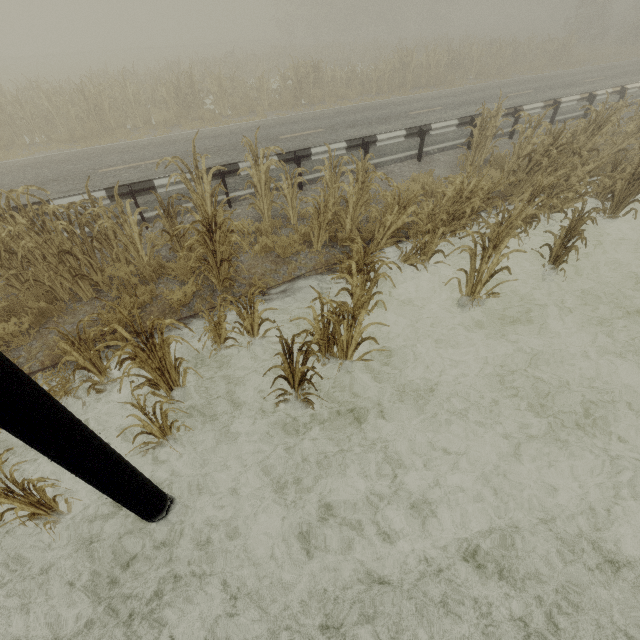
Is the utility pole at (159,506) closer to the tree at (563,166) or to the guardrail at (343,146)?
the tree at (563,166)

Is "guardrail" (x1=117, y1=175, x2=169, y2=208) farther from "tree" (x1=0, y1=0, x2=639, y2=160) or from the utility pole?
the utility pole

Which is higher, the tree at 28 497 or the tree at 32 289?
the tree at 32 289

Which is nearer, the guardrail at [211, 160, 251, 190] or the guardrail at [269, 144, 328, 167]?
the guardrail at [211, 160, 251, 190]

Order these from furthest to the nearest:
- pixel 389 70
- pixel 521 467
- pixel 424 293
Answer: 1. pixel 389 70
2. pixel 424 293
3. pixel 521 467

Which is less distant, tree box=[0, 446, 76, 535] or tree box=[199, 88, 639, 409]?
tree box=[0, 446, 76, 535]

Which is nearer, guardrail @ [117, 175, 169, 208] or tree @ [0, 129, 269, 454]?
tree @ [0, 129, 269, 454]
